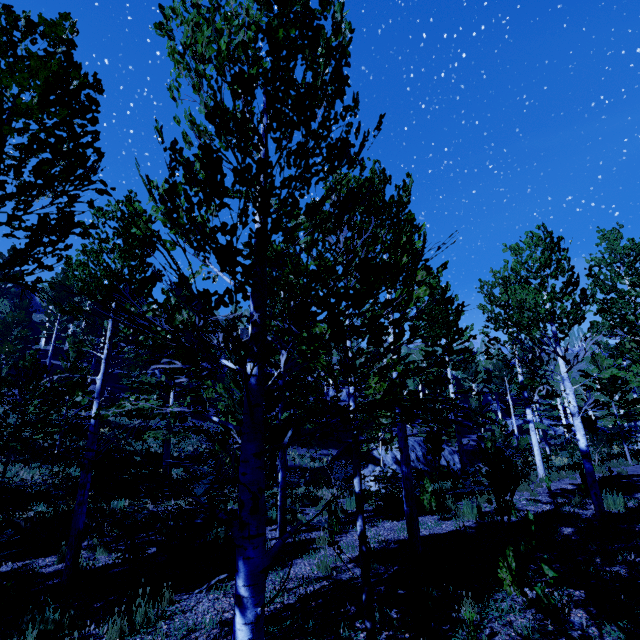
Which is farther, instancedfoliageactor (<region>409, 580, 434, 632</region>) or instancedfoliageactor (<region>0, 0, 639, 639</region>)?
instancedfoliageactor (<region>409, 580, 434, 632</region>)

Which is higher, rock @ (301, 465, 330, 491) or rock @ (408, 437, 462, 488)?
rock @ (408, 437, 462, 488)

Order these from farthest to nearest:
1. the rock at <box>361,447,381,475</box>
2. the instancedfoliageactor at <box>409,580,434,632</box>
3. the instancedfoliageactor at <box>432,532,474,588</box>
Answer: the rock at <box>361,447,381,475</box> → the instancedfoliageactor at <box>432,532,474,588</box> → the instancedfoliageactor at <box>409,580,434,632</box>

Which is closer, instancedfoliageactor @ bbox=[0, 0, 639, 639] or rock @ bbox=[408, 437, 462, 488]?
instancedfoliageactor @ bbox=[0, 0, 639, 639]

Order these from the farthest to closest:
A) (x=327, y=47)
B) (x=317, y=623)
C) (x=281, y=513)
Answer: (x=281, y=513), (x=317, y=623), (x=327, y=47)

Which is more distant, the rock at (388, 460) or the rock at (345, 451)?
the rock at (345, 451)

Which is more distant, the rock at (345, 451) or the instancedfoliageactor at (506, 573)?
the rock at (345, 451)
